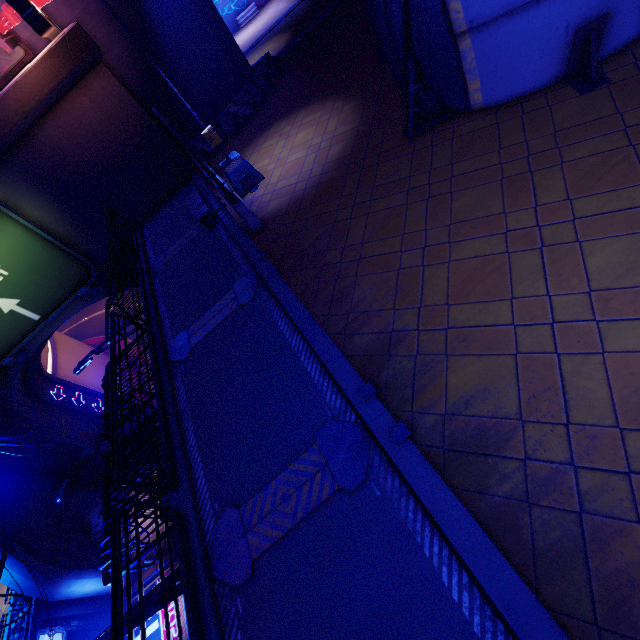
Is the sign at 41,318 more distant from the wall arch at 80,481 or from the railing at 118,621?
Answer: the railing at 118,621

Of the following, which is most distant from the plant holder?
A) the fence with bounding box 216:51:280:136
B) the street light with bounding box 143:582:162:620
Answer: the street light with bounding box 143:582:162:620

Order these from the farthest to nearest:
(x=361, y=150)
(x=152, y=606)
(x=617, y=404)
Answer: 1. (x=361, y=150)
2. (x=152, y=606)
3. (x=617, y=404)

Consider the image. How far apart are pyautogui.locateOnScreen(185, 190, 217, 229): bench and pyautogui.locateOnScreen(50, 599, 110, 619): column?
23.1m

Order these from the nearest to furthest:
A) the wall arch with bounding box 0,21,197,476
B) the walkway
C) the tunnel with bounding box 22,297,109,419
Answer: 1. the walkway
2. the wall arch with bounding box 0,21,197,476
3. the tunnel with bounding box 22,297,109,419

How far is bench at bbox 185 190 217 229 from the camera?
10.6m

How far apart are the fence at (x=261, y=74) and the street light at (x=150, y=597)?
15.8m

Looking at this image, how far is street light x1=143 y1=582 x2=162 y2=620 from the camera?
5.0 meters
